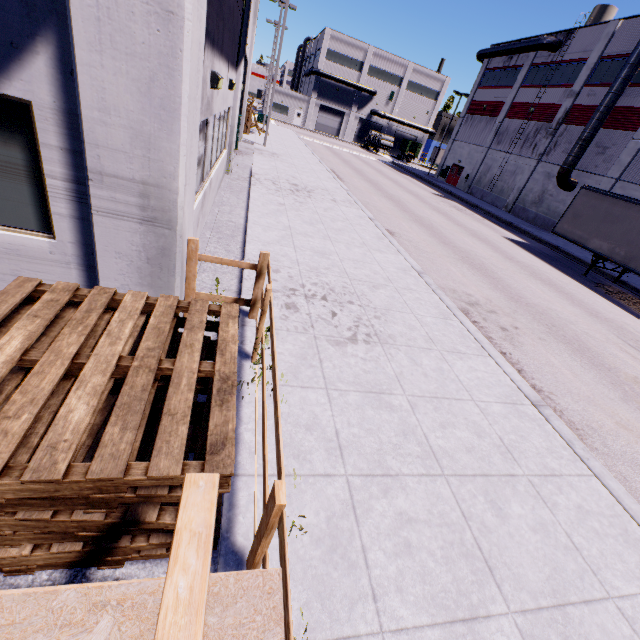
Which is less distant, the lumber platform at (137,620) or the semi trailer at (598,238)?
the lumber platform at (137,620)

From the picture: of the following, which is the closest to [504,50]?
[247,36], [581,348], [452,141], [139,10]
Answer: [452,141]

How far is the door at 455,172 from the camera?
40.6m

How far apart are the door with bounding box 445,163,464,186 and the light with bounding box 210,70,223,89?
41.5m

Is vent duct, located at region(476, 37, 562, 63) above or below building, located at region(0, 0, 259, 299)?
above

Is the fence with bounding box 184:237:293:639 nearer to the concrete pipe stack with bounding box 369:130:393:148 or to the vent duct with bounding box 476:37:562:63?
the vent duct with bounding box 476:37:562:63

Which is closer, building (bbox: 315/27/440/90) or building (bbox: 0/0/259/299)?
building (bbox: 0/0/259/299)

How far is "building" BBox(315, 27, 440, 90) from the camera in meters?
55.2 m
